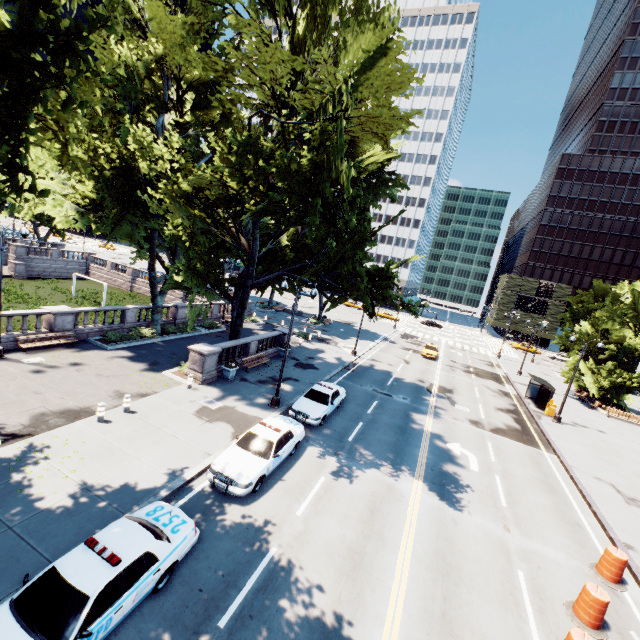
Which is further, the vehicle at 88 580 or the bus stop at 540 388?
the bus stop at 540 388

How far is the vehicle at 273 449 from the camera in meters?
11.5 m

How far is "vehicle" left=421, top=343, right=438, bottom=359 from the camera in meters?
39.9 m

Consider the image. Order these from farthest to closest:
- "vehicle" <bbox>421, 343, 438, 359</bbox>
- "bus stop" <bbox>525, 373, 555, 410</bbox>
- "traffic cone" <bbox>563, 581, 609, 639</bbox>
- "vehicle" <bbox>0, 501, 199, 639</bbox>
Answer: "vehicle" <bbox>421, 343, 438, 359</bbox> → "bus stop" <bbox>525, 373, 555, 410</bbox> → "traffic cone" <bbox>563, 581, 609, 639</bbox> → "vehicle" <bbox>0, 501, 199, 639</bbox>

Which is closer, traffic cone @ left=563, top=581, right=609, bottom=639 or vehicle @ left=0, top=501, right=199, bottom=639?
vehicle @ left=0, top=501, right=199, bottom=639

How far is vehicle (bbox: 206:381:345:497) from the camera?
11.5m

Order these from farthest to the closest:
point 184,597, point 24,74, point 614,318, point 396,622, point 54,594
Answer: point 614,318
point 396,622
point 184,597
point 54,594
point 24,74

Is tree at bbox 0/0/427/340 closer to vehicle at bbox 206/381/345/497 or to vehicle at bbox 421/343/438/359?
vehicle at bbox 206/381/345/497
